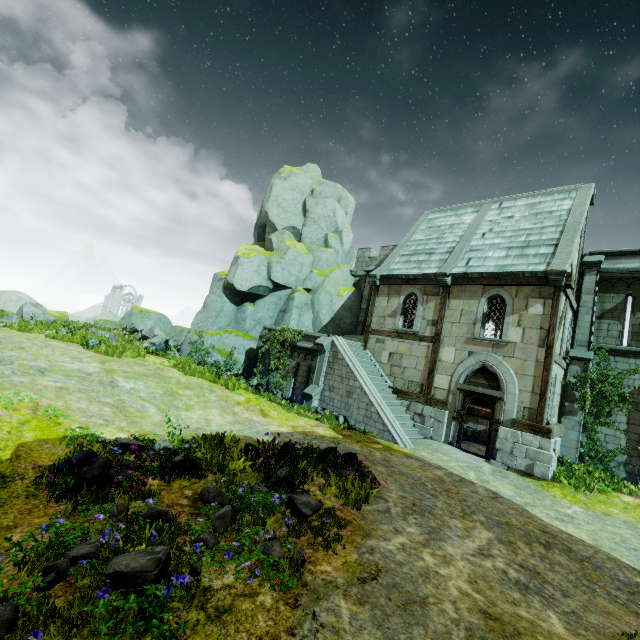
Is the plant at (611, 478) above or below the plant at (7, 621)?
above

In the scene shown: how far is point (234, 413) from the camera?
11.6 meters

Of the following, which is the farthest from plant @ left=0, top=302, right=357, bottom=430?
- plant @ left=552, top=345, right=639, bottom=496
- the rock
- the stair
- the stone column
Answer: plant @ left=552, top=345, right=639, bottom=496

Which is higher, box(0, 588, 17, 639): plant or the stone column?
the stone column

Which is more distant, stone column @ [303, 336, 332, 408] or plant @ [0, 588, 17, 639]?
stone column @ [303, 336, 332, 408]

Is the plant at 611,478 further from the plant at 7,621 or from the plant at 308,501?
the plant at 7,621

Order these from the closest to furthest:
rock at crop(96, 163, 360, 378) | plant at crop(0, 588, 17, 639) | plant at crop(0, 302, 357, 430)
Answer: plant at crop(0, 588, 17, 639), plant at crop(0, 302, 357, 430), rock at crop(96, 163, 360, 378)

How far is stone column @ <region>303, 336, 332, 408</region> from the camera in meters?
15.2
